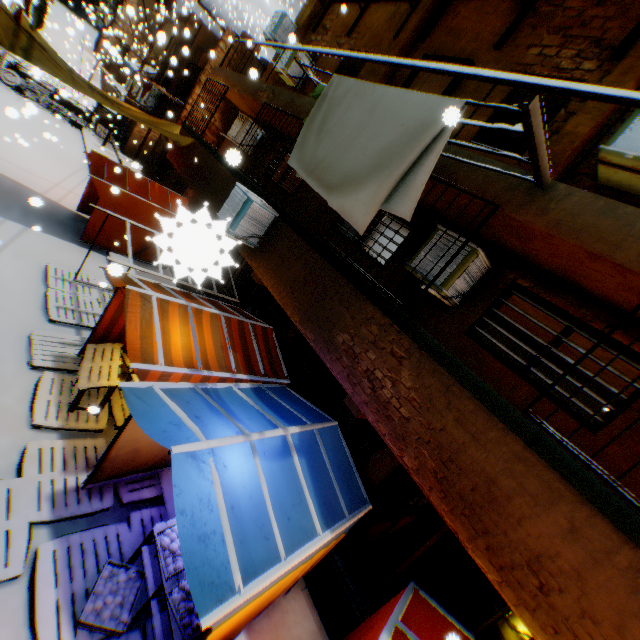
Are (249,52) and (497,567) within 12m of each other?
no

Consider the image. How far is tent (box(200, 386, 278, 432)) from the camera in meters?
4.4

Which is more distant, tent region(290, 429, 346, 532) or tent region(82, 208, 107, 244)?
tent region(82, 208, 107, 244)

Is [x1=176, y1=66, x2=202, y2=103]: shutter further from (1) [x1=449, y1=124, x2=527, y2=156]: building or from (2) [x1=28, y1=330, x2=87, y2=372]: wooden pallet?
(2) [x1=28, y1=330, x2=87, y2=372]: wooden pallet

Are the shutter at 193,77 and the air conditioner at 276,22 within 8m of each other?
yes

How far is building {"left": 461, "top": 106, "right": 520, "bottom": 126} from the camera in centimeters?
555cm

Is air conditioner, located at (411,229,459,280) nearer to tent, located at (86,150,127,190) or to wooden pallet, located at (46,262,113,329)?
tent, located at (86,150,127,190)

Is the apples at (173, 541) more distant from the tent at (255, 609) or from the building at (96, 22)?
the building at (96, 22)
